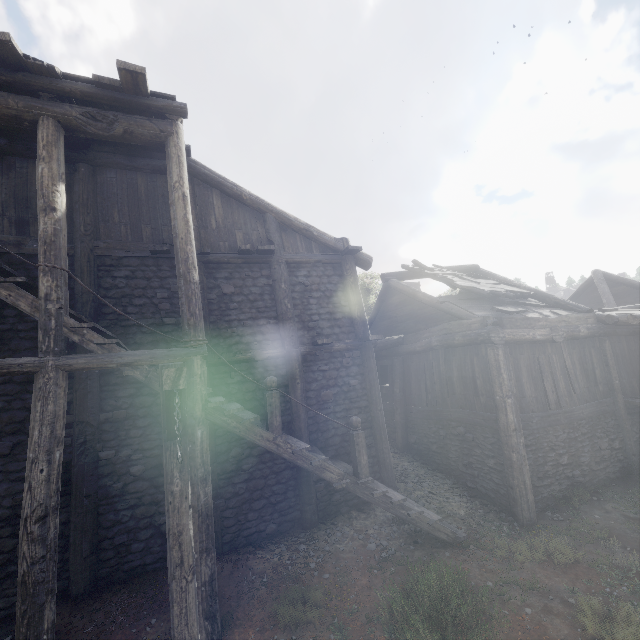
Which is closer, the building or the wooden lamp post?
the wooden lamp post

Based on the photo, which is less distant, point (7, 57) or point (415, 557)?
point (7, 57)

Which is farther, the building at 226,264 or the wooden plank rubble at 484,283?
the wooden plank rubble at 484,283

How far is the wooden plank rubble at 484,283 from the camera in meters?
11.1 m

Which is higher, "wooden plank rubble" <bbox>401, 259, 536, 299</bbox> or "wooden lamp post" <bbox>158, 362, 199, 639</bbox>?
"wooden plank rubble" <bbox>401, 259, 536, 299</bbox>

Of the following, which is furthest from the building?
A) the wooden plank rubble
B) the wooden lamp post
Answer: the wooden lamp post
